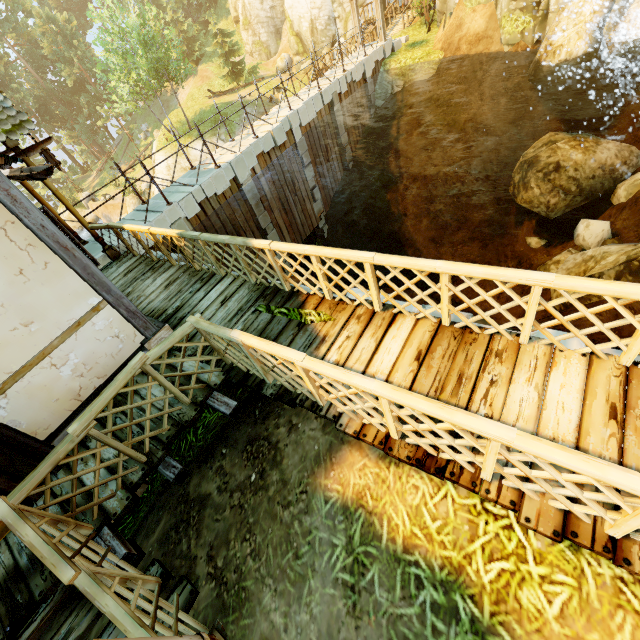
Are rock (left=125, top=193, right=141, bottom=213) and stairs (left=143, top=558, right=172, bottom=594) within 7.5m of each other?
no

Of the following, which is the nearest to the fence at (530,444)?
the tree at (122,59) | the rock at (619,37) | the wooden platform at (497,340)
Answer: the wooden platform at (497,340)

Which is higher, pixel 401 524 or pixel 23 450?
pixel 23 450

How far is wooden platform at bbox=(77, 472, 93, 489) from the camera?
4.05m

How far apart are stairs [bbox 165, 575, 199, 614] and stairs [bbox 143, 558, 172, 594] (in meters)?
0.13

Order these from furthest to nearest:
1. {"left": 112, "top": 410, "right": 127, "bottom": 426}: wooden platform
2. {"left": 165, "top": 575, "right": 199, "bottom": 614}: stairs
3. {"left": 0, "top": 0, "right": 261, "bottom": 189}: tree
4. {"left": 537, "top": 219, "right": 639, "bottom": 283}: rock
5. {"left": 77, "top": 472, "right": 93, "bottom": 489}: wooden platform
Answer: {"left": 0, "top": 0, "right": 261, "bottom": 189}: tree → {"left": 537, "top": 219, "right": 639, "bottom": 283}: rock → {"left": 112, "top": 410, "right": 127, "bottom": 426}: wooden platform → {"left": 77, "top": 472, "right": 93, "bottom": 489}: wooden platform → {"left": 165, "top": 575, "right": 199, "bottom": 614}: stairs

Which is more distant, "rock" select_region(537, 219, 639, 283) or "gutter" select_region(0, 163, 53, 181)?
"rock" select_region(537, 219, 639, 283)

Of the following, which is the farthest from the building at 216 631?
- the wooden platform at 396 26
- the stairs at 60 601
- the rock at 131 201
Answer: the wooden platform at 396 26
